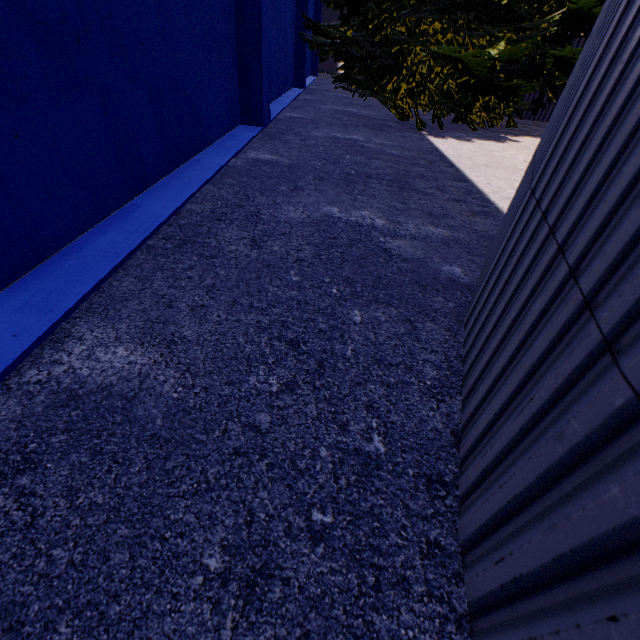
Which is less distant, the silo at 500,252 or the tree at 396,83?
the silo at 500,252

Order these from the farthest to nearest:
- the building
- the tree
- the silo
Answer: the tree < the building < the silo

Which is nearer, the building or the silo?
the silo

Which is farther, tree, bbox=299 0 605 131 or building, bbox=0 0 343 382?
tree, bbox=299 0 605 131

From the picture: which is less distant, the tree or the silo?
the silo

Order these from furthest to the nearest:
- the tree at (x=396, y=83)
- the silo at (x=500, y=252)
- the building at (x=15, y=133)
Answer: the tree at (x=396, y=83) → the building at (x=15, y=133) → the silo at (x=500, y=252)

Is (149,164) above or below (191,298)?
above
